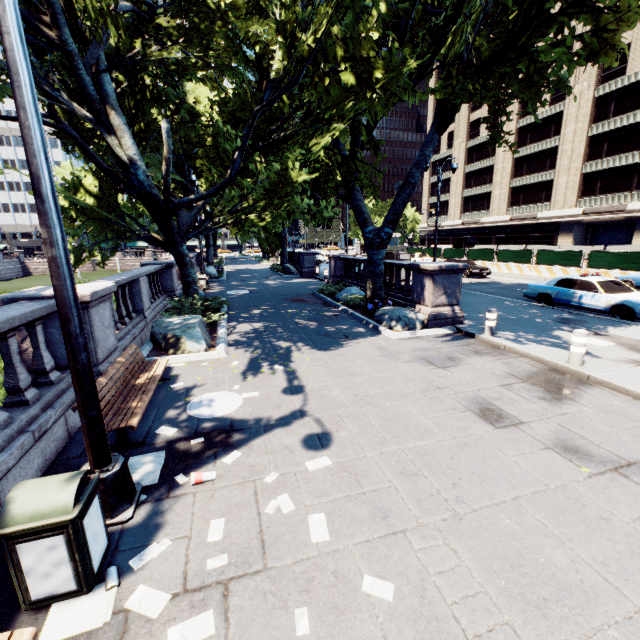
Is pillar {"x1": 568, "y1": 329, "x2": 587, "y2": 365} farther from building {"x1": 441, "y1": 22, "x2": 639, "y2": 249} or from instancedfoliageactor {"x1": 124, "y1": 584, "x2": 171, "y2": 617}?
building {"x1": 441, "y1": 22, "x2": 639, "y2": 249}

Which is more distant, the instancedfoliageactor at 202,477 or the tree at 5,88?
the tree at 5,88

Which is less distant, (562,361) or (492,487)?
(492,487)

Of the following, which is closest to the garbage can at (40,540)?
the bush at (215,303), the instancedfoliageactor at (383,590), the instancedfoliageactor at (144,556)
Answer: the instancedfoliageactor at (144,556)

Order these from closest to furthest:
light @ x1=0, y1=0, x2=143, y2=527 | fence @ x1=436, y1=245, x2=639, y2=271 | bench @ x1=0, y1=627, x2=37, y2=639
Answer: bench @ x1=0, y1=627, x2=37, y2=639
light @ x1=0, y1=0, x2=143, y2=527
fence @ x1=436, y1=245, x2=639, y2=271

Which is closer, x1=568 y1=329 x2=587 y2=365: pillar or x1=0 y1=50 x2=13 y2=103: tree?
x1=568 y1=329 x2=587 y2=365: pillar

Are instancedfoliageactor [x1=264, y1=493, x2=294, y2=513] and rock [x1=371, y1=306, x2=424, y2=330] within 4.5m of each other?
no

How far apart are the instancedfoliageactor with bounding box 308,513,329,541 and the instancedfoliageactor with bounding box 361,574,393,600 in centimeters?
54cm
